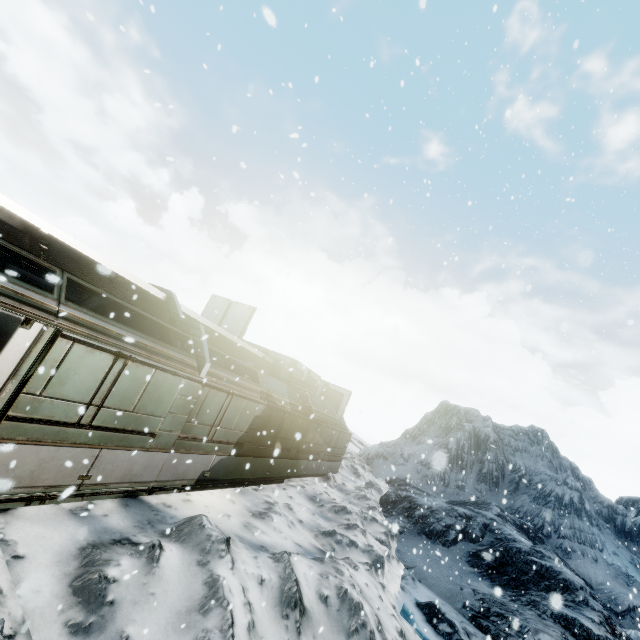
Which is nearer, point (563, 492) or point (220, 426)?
point (220, 426)
